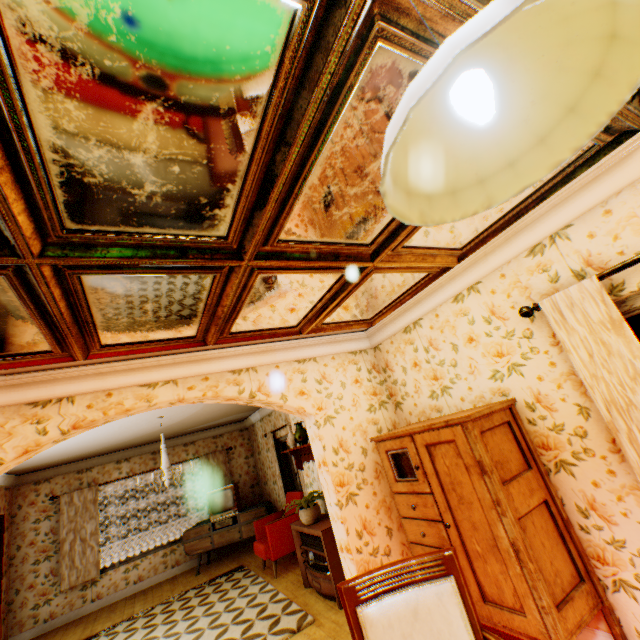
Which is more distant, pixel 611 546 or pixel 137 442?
pixel 137 442

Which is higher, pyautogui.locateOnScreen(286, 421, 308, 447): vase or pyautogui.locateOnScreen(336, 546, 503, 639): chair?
pyautogui.locateOnScreen(286, 421, 308, 447): vase

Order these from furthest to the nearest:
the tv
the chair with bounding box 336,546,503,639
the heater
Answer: Result: the tv → the heater → the chair with bounding box 336,546,503,639

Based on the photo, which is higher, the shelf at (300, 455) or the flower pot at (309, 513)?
the shelf at (300, 455)

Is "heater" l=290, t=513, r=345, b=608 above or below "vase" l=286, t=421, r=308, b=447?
below

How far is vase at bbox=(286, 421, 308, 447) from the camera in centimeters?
536cm

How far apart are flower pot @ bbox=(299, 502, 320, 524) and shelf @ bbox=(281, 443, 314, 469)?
0.6m

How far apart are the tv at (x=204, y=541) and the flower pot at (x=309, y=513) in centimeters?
316cm
